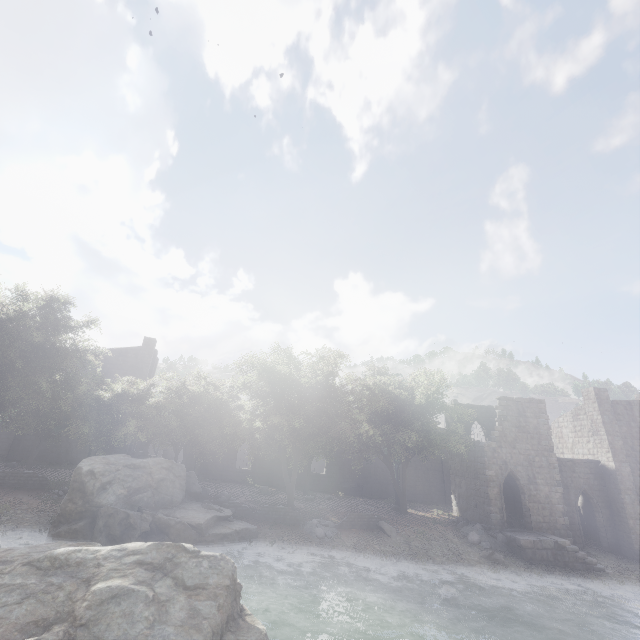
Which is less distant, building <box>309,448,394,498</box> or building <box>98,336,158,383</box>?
building <box>98,336,158,383</box>

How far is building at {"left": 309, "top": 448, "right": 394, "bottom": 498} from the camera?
35.38m

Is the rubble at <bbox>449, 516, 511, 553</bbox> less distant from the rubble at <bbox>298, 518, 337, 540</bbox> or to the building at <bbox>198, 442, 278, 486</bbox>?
the building at <bbox>198, 442, 278, 486</bbox>

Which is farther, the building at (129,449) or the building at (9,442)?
the building at (129,449)

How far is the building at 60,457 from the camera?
30.2 meters

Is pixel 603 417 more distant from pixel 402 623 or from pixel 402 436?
pixel 402 623
